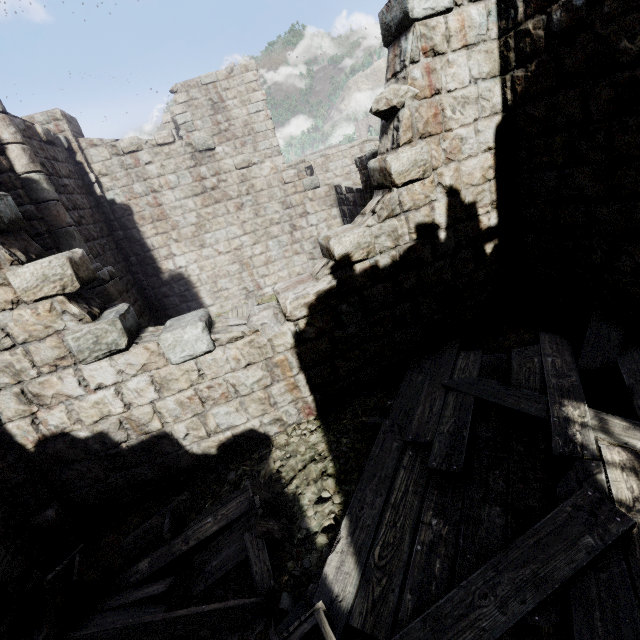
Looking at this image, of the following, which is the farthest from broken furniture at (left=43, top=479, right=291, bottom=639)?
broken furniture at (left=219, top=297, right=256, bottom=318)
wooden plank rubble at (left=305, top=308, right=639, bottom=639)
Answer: broken furniture at (left=219, top=297, right=256, bottom=318)

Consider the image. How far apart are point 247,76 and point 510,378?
17.7 meters

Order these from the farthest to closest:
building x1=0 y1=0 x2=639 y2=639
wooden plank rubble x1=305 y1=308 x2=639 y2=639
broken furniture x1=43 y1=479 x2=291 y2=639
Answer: building x1=0 y1=0 x2=639 y2=639, broken furniture x1=43 y1=479 x2=291 y2=639, wooden plank rubble x1=305 y1=308 x2=639 y2=639

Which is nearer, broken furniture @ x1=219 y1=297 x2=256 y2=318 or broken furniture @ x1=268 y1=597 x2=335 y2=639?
broken furniture @ x1=268 y1=597 x2=335 y2=639

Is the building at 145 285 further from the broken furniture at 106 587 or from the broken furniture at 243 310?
the broken furniture at 243 310

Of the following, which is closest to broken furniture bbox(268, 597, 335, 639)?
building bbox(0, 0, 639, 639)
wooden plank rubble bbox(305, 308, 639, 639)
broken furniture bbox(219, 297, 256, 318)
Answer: wooden plank rubble bbox(305, 308, 639, 639)

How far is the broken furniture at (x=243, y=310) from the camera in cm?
985

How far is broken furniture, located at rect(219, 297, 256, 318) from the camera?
9.9 meters
